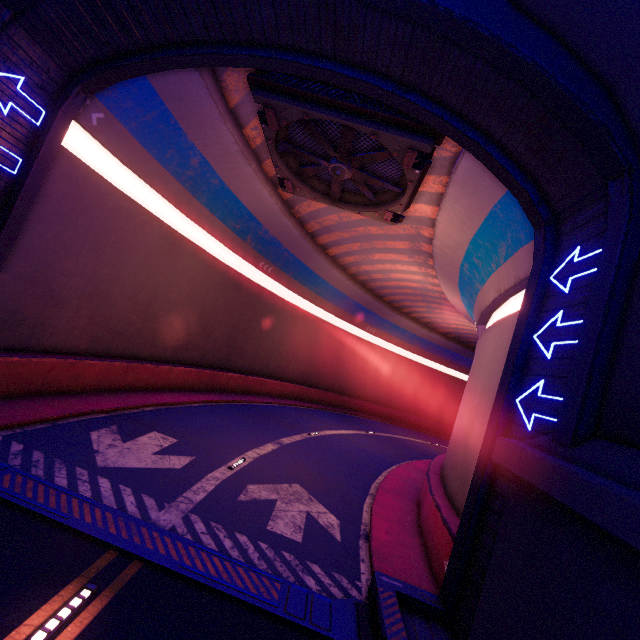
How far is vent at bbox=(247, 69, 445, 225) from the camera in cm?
895

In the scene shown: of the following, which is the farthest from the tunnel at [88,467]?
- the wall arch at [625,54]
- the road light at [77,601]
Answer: the road light at [77,601]

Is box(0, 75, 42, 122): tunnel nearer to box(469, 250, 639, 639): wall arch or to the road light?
box(469, 250, 639, 639): wall arch

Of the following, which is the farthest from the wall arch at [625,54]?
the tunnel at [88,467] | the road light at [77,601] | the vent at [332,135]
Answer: the road light at [77,601]

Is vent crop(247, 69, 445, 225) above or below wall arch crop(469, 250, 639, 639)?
above

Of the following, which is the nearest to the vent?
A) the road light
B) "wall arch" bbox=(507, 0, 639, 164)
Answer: "wall arch" bbox=(507, 0, 639, 164)

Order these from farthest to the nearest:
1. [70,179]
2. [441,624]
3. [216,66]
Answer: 1. [70,179]
2. [216,66]
3. [441,624]
